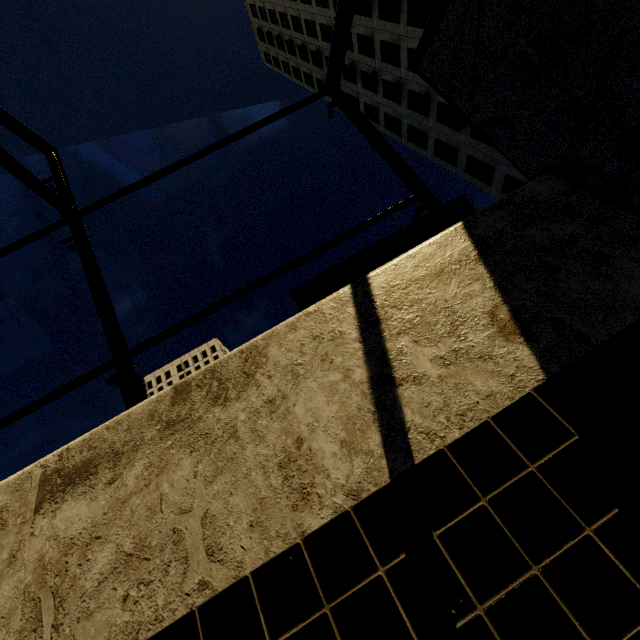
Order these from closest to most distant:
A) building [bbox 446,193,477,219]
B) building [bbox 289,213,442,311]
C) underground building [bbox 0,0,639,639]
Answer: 1. underground building [bbox 0,0,639,639]
2. building [bbox 289,213,442,311]
3. building [bbox 446,193,477,219]

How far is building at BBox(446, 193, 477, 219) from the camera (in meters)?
43.67

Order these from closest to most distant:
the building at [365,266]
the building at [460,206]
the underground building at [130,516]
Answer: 1. the underground building at [130,516]
2. the building at [365,266]
3. the building at [460,206]

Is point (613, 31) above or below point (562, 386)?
above

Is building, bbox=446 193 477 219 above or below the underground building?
above

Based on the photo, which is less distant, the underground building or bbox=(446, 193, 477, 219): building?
the underground building

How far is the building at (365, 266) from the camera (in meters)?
41.62
